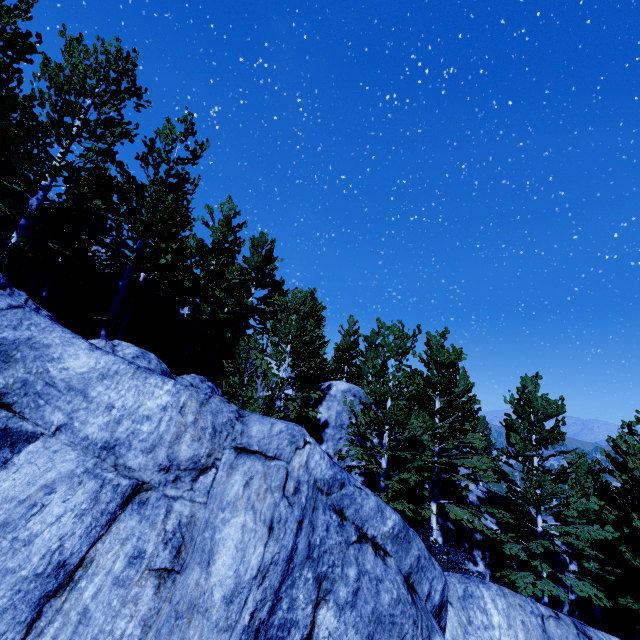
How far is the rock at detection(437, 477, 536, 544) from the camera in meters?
16.4 m

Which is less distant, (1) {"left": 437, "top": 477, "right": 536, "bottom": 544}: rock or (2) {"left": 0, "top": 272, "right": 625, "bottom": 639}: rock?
(2) {"left": 0, "top": 272, "right": 625, "bottom": 639}: rock

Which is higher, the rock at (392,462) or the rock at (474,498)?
the rock at (392,462)

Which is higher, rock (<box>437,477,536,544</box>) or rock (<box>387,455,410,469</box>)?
rock (<box>387,455,410,469</box>)

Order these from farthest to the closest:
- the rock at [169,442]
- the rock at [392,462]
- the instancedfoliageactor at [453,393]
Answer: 1. the rock at [392,462]
2. the instancedfoliageactor at [453,393]
3. the rock at [169,442]

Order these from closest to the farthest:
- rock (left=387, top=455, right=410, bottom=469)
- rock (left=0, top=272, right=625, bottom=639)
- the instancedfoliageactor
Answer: rock (left=0, top=272, right=625, bottom=639)
the instancedfoliageactor
rock (left=387, top=455, right=410, bottom=469)

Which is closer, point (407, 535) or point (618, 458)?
point (407, 535)
